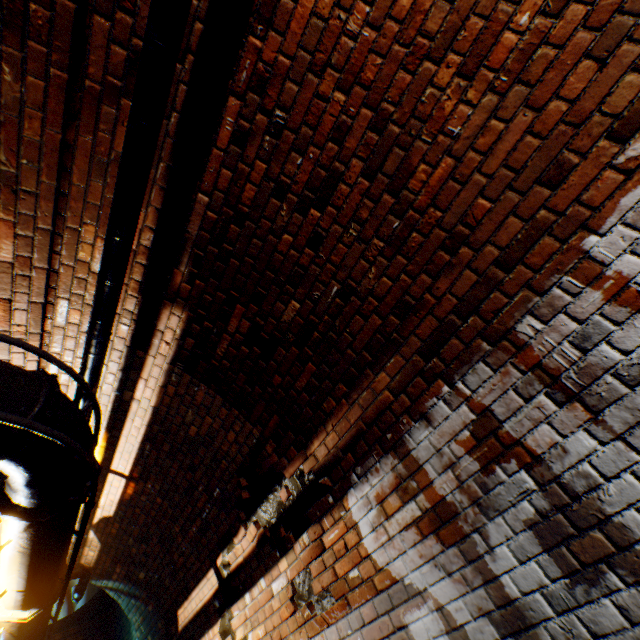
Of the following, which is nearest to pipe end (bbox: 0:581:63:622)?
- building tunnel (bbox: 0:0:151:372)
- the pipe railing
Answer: the pipe railing

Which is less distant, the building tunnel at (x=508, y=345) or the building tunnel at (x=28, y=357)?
the building tunnel at (x=508, y=345)

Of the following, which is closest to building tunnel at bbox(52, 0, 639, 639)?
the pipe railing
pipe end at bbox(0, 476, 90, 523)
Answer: the pipe railing

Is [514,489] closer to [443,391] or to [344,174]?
[443,391]

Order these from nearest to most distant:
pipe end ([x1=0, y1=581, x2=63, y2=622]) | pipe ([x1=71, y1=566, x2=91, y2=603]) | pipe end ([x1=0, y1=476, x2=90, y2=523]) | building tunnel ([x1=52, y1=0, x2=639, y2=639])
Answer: building tunnel ([x1=52, y1=0, x2=639, y2=639])
pipe end ([x1=0, y1=476, x2=90, y2=523])
pipe end ([x1=0, y1=581, x2=63, y2=622])
pipe ([x1=71, y1=566, x2=91, y2=603])

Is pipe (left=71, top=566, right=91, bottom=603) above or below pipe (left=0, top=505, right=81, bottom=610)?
above

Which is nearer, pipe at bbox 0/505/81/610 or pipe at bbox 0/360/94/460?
pipe at bbox 0/360/94/460

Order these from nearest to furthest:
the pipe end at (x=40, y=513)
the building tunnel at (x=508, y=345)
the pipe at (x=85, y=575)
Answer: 1. the building tunnel at (x=508, y=345)
2. the pipe end at (x=40, y=513)
3. the pipe at (x=85, y=575)
